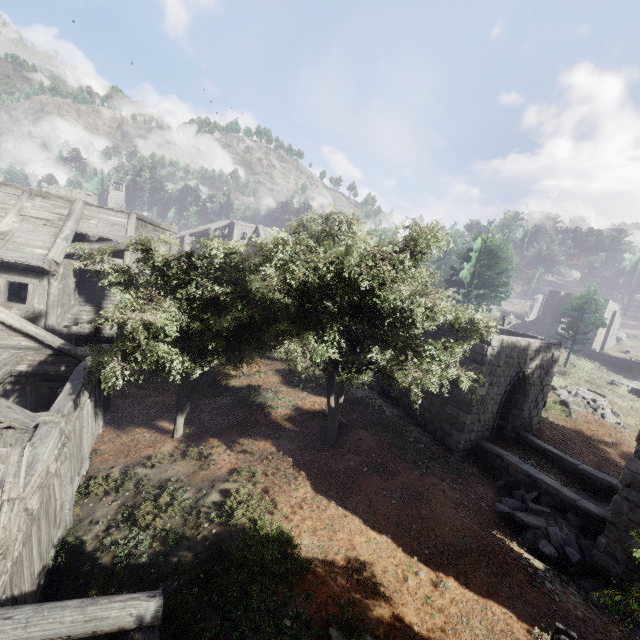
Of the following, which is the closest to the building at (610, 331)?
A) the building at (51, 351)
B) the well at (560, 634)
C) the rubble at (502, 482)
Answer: the building at (51, 351)

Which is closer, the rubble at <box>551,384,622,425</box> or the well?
the well

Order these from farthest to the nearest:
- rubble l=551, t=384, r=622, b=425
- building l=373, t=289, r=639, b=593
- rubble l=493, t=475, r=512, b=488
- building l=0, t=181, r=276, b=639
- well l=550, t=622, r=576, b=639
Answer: rubble l=551, t=384, r=622, b=425
rubble l=493, t=475, r=512, b=488
building l=373, t=289, r=639, b=593
well l=550, t=622, r=576, b=639
building l=0, t=181, r=276, b=639

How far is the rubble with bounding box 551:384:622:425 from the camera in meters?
20.6

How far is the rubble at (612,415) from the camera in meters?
20.6 m

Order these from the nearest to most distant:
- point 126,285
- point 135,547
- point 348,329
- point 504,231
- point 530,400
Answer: point 135,547
point 126,285
point 348,329
point 530,400
point 504,231

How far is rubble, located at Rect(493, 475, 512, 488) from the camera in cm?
1205
